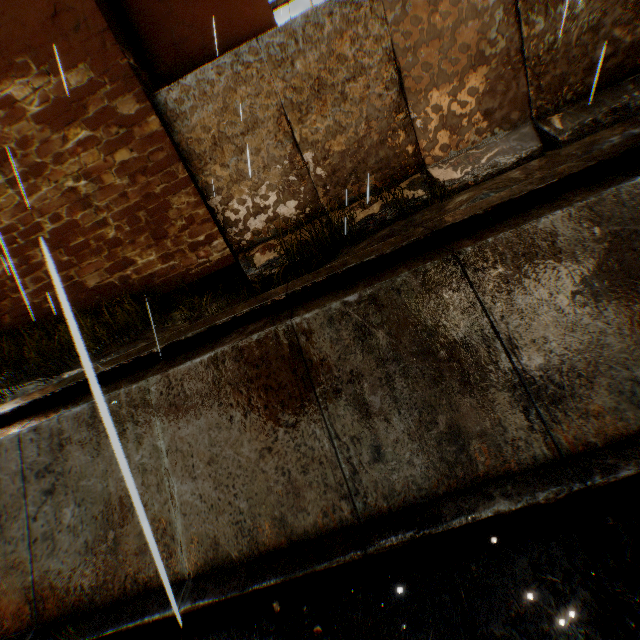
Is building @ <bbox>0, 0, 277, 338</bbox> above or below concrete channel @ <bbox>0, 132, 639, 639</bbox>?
above

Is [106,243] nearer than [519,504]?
No

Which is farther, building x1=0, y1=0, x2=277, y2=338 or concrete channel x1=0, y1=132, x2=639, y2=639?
building x1=0, y1=0, x2=277, y2=338

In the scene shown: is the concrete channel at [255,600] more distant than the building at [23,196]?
No

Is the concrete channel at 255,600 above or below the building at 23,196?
below
